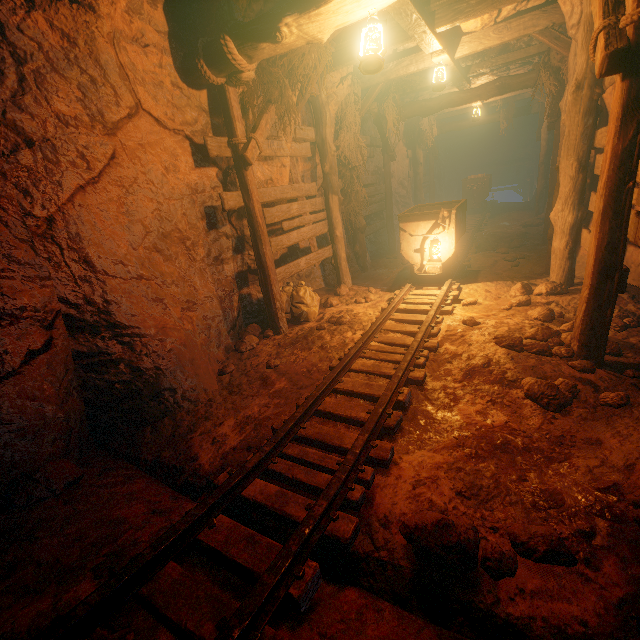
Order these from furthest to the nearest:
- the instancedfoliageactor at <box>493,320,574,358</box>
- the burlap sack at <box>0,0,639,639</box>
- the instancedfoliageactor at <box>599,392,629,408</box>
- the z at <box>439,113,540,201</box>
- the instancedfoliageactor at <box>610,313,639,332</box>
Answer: the z at <box>439,113,540,201</box> → the instancedfoliageactor at <box>610,313,639,332</box> → the instancedfoliageactor at <box>493,320,574,358</box> → the instancedfoliageactor at <box>599,392,629,408</box> → the burlap sack at <box>0,0,639,639</box>

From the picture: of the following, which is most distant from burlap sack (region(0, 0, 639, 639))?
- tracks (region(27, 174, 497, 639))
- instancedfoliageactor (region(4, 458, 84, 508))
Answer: instancedfoliageactor (region(4, 458, 84, 508))

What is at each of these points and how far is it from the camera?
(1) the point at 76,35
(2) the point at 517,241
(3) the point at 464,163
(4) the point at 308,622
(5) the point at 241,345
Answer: (1) burlap sack, 2.99m
(2) instancedfoliageactor, 8.52m
(3) z, 21.23m
(4) cave, 1.67m
(5) instancedfoliageactor, 5.13m

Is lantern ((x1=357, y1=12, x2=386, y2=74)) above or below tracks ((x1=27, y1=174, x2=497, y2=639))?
above

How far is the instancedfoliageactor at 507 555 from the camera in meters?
1.8

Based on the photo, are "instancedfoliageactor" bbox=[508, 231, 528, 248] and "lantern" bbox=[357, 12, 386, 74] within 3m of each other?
no

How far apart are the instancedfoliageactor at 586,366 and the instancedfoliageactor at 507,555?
2.0 meters

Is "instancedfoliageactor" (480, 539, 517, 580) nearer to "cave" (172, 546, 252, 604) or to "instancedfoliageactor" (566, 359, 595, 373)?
"cave" (172, 546, 252, 604)
